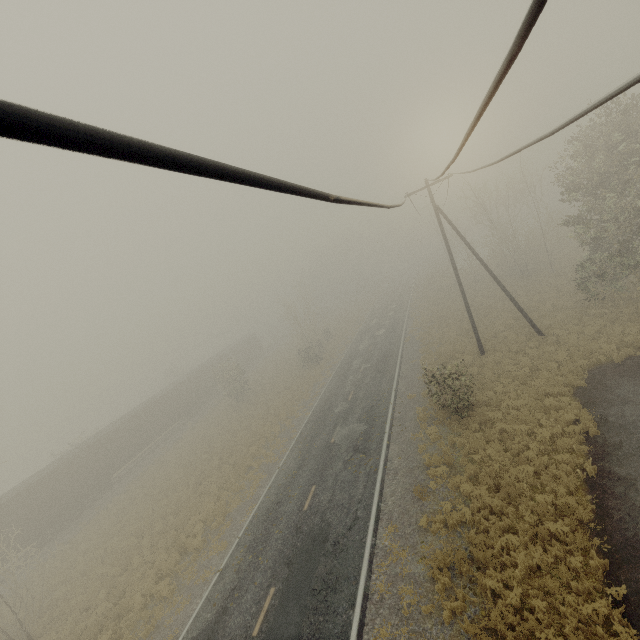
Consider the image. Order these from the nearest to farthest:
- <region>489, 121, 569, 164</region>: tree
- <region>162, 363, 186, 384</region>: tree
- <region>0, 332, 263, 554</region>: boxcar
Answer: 1. <region>489, 121, 569, 164</region>: tree
2. <region>0, 332, 263, 554</region>: boxcar
3. <region>162, 363, 186, 384</region>: tree

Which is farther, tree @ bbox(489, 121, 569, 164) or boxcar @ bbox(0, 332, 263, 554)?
boxcar @ bbox(0, 332, 263, 554)

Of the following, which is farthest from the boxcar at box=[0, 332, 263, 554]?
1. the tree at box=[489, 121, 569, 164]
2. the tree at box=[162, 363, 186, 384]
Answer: the tree at box=[489, 121, 569, 164]

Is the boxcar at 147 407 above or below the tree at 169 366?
below

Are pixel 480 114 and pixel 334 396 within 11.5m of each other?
no

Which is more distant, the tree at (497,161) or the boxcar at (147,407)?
the boxcar at (147,407)
